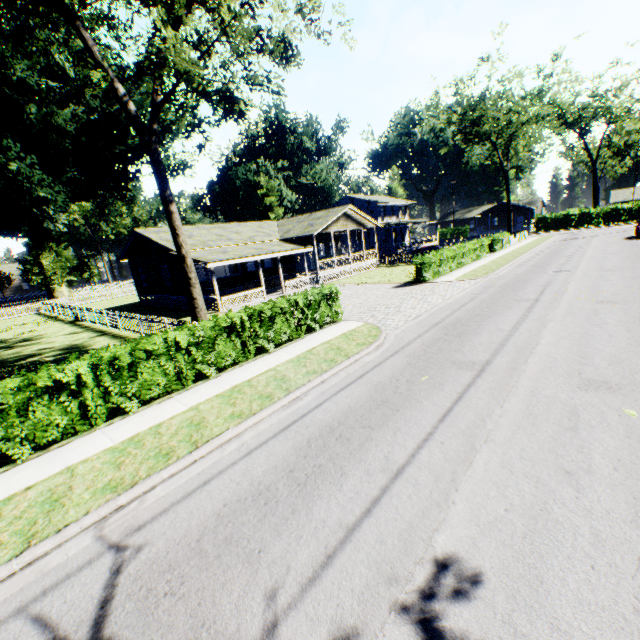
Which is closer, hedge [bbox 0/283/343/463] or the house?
hedge [bbox 0/283/343/463]

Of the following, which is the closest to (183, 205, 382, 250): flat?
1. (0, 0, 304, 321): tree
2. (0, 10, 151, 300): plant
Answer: (0, 10, 151, 300): plant

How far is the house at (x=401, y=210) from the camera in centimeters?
4650cm

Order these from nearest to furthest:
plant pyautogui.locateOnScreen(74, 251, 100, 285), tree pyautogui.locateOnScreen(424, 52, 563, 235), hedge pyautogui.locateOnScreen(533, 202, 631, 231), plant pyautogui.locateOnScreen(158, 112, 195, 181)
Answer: tree pyautogui.locateOnScreen(424, 52, 563, 235), plant pyautogui.locateOnScreen(158, 112, 195, 181), hedge pyautogui.locateOnScreen(533, 202, 631, 231), plant pyautogui.locateOnScreen(74, 251, 100, 285)

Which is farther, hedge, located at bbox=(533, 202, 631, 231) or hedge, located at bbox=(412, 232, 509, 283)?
hedge, located at bbox=(533, 202, 631, 231)

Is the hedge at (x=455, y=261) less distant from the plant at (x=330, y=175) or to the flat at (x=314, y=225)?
the flat at (x=314, y=225)

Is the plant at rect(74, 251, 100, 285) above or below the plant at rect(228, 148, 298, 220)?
below

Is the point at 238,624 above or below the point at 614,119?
below
